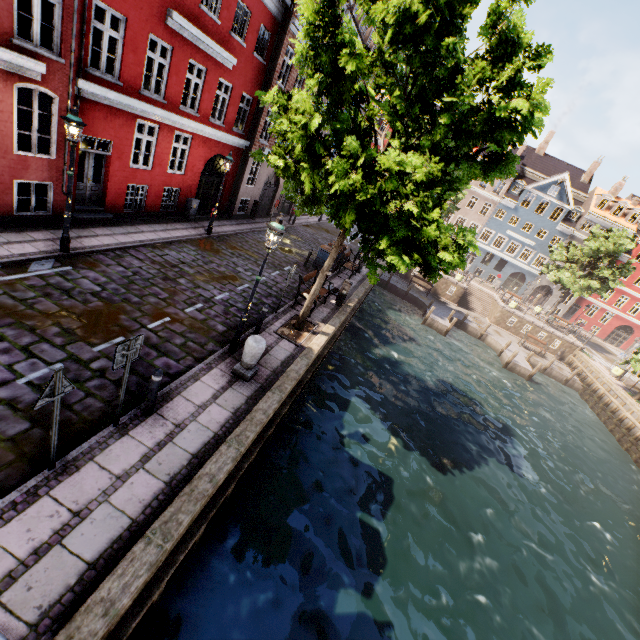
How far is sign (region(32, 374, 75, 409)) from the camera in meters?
3.9

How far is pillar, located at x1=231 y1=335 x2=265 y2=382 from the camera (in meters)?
7.75

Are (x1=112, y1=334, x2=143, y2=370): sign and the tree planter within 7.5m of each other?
yes

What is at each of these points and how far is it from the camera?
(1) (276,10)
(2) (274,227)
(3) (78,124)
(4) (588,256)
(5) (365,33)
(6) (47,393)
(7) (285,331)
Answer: (1) building, 15.30m
(2) street light, 7.16m
(3) street light, 7.95m
(4) tree, 32.75m
(5) building, 26.14m
(6) sign, 4.01m
(7) tree planter, 10.98m

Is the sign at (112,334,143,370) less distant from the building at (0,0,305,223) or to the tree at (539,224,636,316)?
the tree at (539,224,636,316)

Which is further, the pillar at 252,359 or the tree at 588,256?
the tree at 588,256

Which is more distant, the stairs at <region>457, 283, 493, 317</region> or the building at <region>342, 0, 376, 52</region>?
the stairs at <region>457, 283, 493, 317</region>

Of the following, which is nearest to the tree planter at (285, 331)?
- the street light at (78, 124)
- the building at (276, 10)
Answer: the street light at (78, 124)
